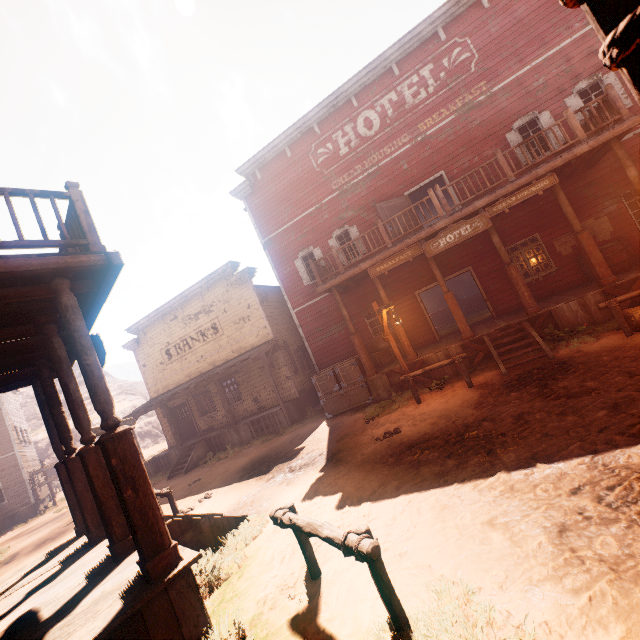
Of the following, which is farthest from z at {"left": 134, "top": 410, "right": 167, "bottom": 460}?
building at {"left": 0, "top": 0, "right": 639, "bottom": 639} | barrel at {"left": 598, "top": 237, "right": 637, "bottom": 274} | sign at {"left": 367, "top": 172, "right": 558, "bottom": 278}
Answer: sign at {"left": 367, "top": 172, "right": 558, "bottom": 278}

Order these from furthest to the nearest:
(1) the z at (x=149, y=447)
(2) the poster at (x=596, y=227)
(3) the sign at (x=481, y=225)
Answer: (1) the z at (x=149, y=447)
(2) the poster at (x=596, y=227)
(3) the sign at (x=481, y=225)

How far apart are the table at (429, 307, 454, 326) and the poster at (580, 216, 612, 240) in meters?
9.2

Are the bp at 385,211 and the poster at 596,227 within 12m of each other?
yes

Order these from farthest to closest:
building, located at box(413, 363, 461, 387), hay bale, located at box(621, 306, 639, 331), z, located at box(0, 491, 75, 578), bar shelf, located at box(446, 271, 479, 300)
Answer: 1. bar shelf, located at box(446, 271, 479, 300)
2. z, located at box(0, 491, 75, 578)
3. building, located at box(413, 363, 461, 387)
4. hay bale, located at box(621, 306, 639, 331)

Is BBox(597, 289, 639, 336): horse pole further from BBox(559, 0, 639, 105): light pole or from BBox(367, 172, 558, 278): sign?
BBox(559, 0, 639, 105): light pole

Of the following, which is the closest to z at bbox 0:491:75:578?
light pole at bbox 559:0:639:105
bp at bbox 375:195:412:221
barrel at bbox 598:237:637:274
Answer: light pole at bbox 559:0:639:105

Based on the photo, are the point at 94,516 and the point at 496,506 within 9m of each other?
yes
